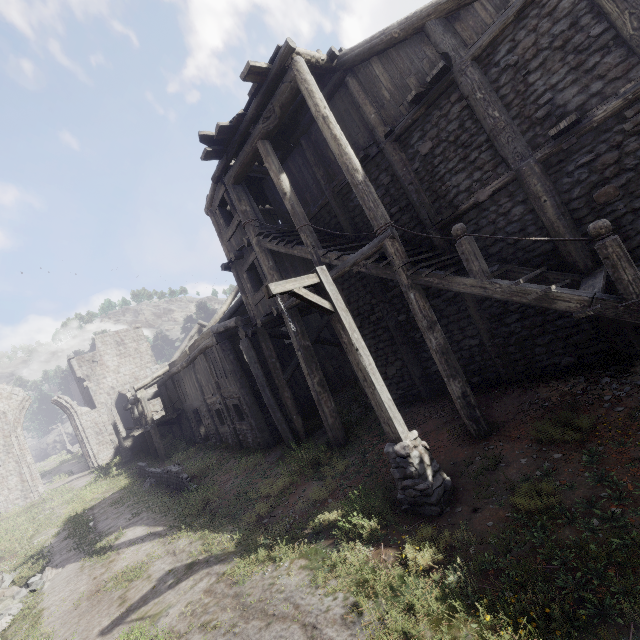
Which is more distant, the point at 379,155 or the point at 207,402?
the point at 207,402

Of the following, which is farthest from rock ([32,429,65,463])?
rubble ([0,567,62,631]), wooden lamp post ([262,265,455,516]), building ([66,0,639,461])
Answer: wooden lamp post ([262,265,455,516])

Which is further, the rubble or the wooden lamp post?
the rubble

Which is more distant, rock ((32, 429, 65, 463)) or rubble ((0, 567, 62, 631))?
rock ((32, 429, 65, 463))

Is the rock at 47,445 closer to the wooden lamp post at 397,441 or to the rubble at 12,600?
the rubble at 12,600

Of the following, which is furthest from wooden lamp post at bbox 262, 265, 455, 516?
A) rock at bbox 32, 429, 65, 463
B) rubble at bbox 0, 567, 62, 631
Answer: rock at bbox 32, 429, 65, 463

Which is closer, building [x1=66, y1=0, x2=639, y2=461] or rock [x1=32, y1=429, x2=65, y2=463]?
building [x1=66, y1=0, x2=639, y2=461]
